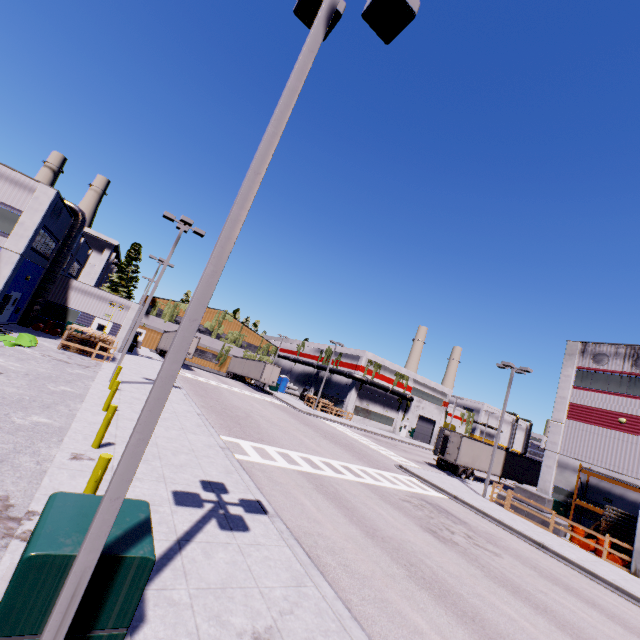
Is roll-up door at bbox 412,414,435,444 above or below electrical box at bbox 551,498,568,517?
above

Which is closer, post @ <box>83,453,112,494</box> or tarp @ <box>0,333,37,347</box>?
post @ <box>83,453,112,494</box>

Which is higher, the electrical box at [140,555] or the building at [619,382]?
the building at [619,382]

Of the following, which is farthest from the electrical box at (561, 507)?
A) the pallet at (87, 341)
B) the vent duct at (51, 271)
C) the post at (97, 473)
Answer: the pallet at (87, 341)

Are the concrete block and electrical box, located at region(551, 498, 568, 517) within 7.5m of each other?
yes

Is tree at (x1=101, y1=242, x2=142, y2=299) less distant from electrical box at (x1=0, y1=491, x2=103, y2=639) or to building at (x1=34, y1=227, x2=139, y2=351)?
building at (x1=34, y1=227, x2=139, y2=351)

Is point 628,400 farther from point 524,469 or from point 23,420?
point 23,420

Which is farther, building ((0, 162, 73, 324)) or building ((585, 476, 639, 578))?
building ((0, 162, 73, 324))
